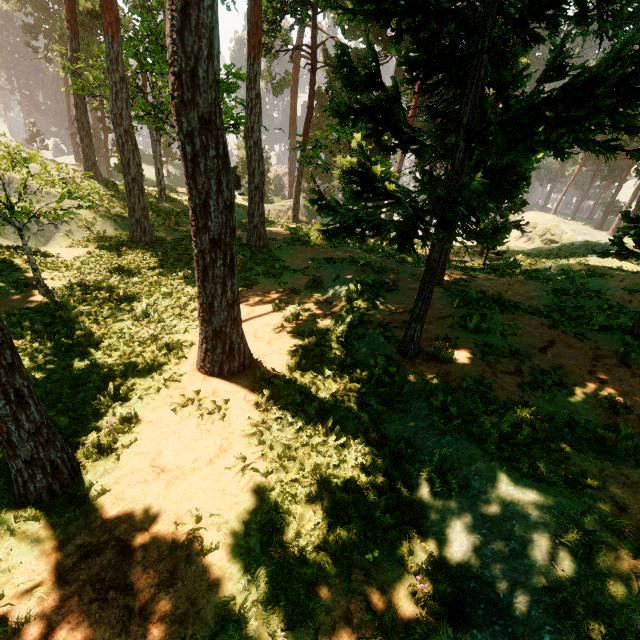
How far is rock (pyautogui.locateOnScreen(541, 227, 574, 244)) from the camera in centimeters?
5616cm

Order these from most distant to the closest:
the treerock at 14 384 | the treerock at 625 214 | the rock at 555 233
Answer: the rock at 555 233, the treerock at 625 214, the treerock at 14 384

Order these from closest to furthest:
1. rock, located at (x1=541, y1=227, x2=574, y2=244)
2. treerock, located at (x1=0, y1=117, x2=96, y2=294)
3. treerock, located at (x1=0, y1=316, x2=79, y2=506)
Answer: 1. treerock, located at (x1=0, y1=316, x2=79, y2=506)
2. treerock, located at (x1=0, y1=117, x2=96, y2=294)
3. rock, located at (x1=541, y1=227, x2=574, y2=244)

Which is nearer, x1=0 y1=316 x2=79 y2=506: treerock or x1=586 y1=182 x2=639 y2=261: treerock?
x1=0 y1=316 x2=79 y2=506: treerock

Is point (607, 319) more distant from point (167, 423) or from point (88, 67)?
point (88, 67)

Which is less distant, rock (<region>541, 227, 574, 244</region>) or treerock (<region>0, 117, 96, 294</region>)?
treerock (<region>0, 117, 96, 294</region>)

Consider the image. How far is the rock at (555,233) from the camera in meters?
56.2 m
